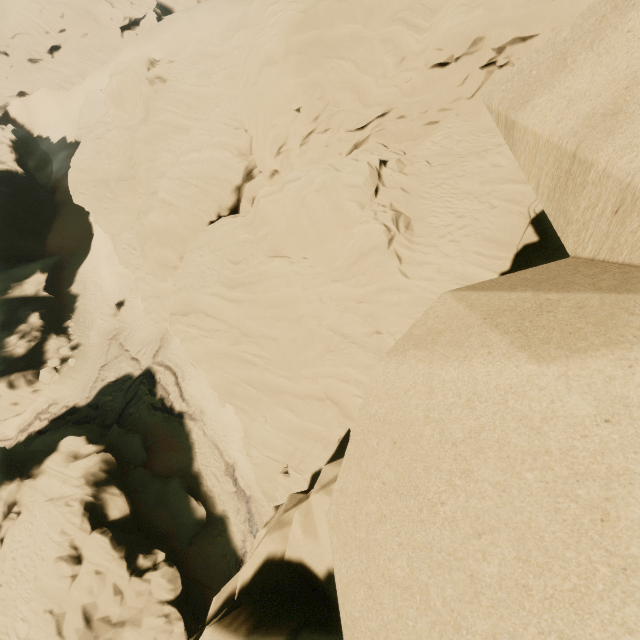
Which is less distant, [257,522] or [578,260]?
[578,260]

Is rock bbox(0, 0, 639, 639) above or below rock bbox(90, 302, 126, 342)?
above

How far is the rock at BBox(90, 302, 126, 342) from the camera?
36.03m

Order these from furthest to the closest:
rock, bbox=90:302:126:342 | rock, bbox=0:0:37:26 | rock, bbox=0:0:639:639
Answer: rock, bbox=0:0:37:26 < rock, bbox=90:302:126:342 < rock, bbox=0:0:639:639

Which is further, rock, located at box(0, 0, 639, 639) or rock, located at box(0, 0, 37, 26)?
rock, located at box(0, 0, 37, 26)

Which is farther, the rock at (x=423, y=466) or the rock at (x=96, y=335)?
the rock at (x=96, y=335)

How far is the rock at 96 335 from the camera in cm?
3603
